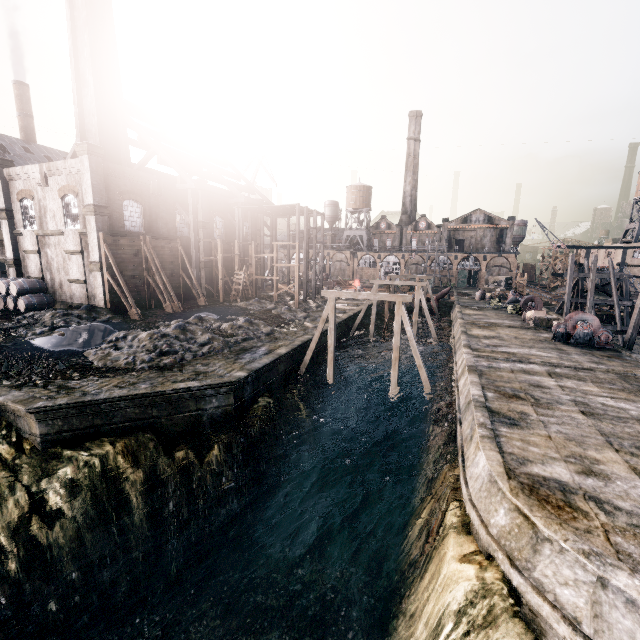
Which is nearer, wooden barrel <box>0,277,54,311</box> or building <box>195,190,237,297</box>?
wooden barrel <box>0,277,54,311</box>

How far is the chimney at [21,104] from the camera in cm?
5322

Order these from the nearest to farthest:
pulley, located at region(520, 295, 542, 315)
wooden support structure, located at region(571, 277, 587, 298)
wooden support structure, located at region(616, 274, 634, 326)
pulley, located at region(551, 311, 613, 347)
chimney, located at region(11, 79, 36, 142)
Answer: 1. pulley, located at region(551, 311, 613, 347)
2. pulley, located at region(520, 295, 542, 315)
3. wooden support structure, located at region(616, 274, 634, 326)
4. wooden support structure, located at region(571, 277, 587, 298)
5. chimney, located at region(11, 79, 36, 142)

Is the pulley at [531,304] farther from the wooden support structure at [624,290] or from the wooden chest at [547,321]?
the wooden support structure at [624,290]

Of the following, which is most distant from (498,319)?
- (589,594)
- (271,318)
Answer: (589,594)

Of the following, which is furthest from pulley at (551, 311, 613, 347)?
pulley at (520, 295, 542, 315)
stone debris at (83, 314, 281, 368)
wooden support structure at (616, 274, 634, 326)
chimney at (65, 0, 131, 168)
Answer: chimney at (65, 0, 131, 168)

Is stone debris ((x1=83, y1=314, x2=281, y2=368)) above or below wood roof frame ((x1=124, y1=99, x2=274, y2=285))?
below

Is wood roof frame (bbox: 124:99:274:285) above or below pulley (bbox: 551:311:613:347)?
above
